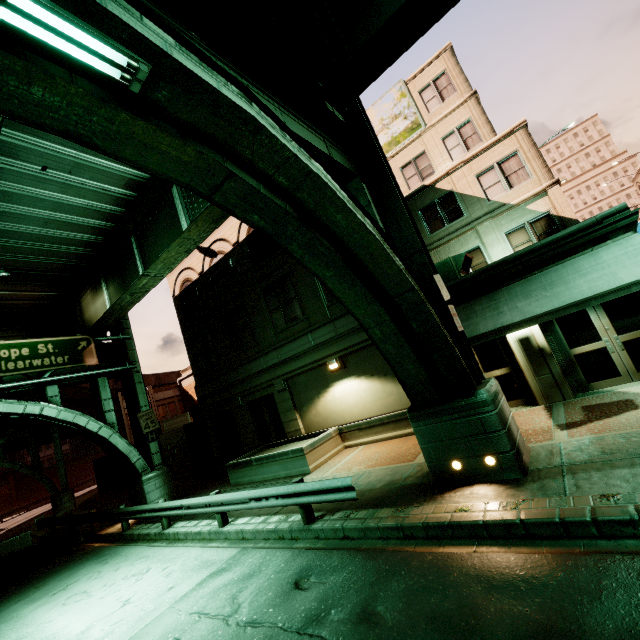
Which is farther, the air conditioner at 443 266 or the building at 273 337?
the building at 273 337

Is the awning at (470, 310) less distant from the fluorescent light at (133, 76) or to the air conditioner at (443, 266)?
the air conditioner at (443, 266)

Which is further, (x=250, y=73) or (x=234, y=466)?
(x=234, y=466)

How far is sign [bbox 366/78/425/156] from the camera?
19.8 meters

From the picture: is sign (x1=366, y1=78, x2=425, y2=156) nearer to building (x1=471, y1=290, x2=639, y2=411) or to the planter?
building (x1=471, y1=290, x2=639, y2=411)

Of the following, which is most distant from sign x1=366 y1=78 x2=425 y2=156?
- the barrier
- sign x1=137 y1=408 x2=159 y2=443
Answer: the barrier

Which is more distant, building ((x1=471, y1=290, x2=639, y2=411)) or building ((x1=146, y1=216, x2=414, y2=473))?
building ((x1=146, y1=216, x2=414, y2=473))
